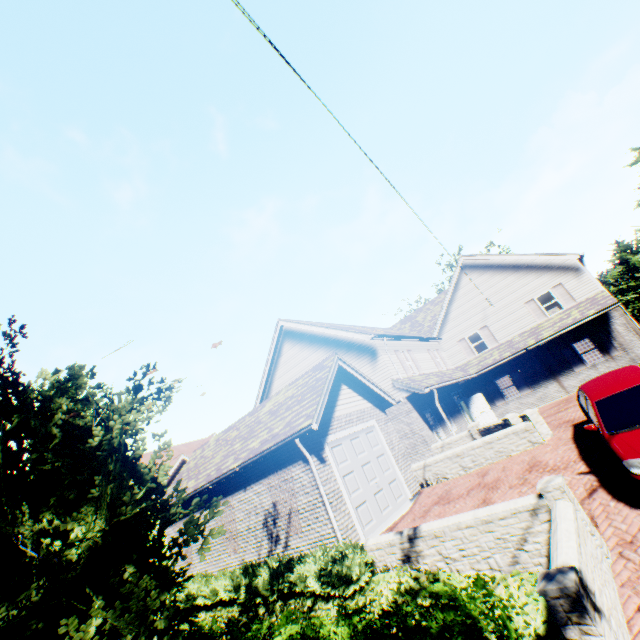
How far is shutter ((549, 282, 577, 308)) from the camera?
19.83m

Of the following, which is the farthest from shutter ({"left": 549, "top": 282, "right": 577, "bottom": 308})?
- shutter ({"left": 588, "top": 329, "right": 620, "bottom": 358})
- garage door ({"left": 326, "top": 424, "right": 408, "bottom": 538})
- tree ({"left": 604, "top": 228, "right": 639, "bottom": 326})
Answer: garage door ({"left": 326, "top": 424, "right": 408, "bottom": 538})

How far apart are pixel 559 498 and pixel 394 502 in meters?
6.3 m

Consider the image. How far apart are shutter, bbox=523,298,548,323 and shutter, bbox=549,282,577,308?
0.95m

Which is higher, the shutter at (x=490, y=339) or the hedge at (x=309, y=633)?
the shutter at (x=490, y=339)

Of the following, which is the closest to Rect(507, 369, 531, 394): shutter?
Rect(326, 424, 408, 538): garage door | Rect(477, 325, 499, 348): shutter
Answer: Rect(477, 325, 499, 348): shutter

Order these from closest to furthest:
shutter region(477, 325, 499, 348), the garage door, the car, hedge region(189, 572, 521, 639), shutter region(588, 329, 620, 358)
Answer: hedge region(189, 572, 521, 639), the car, the garage door, shutter region(588, 329, 620, 358), shutter region(477, 325, 499, 348)

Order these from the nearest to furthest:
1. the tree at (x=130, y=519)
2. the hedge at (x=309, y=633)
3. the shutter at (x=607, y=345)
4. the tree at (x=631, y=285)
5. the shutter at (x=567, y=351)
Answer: the tree at (x=130, y=519), the hedge at (x=309, y=633), the shutter at (x=607, y=345), the shutter at (x=567, y=351), the tree at (x=631, y=285)
